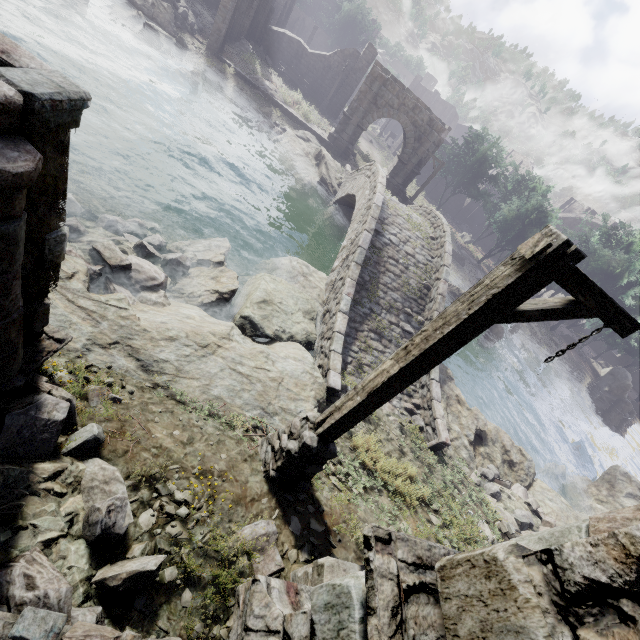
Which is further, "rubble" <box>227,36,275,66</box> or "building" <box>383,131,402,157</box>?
"building" <box>383,131,402,157</box>

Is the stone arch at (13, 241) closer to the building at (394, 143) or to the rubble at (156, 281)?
the building at (394, 143)

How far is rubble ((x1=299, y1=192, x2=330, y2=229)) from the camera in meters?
18.9

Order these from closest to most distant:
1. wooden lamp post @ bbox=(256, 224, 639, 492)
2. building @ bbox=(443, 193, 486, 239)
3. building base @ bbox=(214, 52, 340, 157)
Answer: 1. wooden lamp post @ bbox=(256, 224, 639, 492)
2. building base @ bbox=(214, 52, 340, 157)
3. building @ bbox=(443, 193, 486, 239)

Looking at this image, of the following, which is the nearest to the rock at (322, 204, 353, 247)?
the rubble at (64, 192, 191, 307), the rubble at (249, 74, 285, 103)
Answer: the rubble at (64, 192, 191, 307)

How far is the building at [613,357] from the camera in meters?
56.4

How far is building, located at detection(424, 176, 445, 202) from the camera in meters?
42.4

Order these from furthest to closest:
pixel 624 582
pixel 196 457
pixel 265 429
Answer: pixel 265 429
pixel 196 457
pixel 624 582
